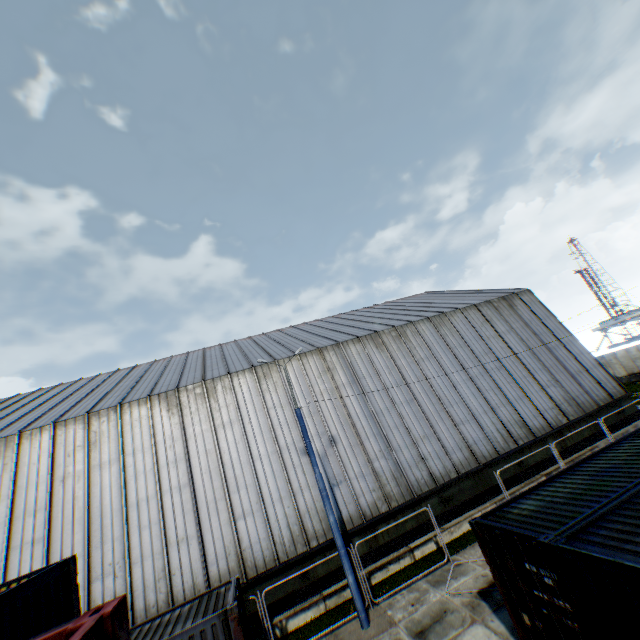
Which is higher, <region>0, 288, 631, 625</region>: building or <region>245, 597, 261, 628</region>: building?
<region>0, 288, 631, 625</region>: building

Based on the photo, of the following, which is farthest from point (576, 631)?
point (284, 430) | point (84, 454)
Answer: point (84, 454)

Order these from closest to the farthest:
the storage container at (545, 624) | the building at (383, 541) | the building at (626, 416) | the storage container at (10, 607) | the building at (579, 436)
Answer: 1. the storage container at (10, 607)
2. the storage container at (545, 624)
3. the building at (383, 541)
4. the building at (579, 436)
5. the building at (626, 416)

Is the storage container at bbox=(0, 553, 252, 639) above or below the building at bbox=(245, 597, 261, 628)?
above

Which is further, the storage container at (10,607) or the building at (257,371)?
the building at (257,371)

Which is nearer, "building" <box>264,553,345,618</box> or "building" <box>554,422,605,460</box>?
"building" <box>264,553,345,618</box>

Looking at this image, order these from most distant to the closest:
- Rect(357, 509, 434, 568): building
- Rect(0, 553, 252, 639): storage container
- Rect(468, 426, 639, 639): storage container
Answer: Rect(357, 509, 434, 568): building → Rect(468, 426, 639, 639): storage container → Rect(0, 553, 252, 639): storage container

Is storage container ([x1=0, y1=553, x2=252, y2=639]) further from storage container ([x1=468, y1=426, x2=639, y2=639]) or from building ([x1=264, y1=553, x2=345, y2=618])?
building ([x1=264, y1=553, x2=345, y2=618])
